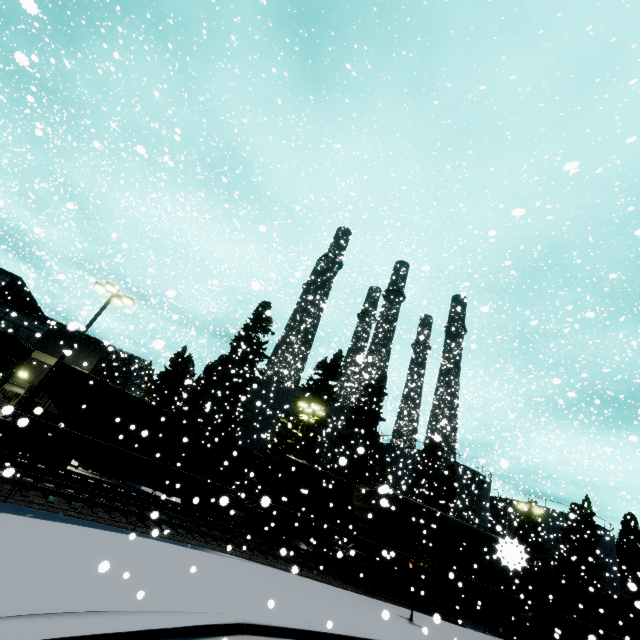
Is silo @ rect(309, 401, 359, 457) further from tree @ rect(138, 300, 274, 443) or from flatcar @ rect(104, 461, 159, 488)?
flatcar @ rect(104, 461, 159, 488)

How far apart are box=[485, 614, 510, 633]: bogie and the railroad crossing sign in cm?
937

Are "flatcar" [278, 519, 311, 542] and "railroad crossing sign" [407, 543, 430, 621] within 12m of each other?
yes

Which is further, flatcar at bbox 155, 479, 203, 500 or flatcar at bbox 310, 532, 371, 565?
flatcar at bbox 310, 532, 371, 565

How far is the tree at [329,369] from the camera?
28.9 meters

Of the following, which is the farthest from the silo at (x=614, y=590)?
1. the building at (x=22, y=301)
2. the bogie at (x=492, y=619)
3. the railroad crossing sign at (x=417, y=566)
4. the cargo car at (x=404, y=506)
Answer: the railroad crossing sign at (x=417, y=566)

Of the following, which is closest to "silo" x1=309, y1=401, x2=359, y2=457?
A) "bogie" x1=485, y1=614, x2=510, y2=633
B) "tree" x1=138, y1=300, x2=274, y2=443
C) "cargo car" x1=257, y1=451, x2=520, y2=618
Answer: "tree" x1=138, y1=300, x2=274, y2=443

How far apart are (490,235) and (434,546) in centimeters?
1950cm
